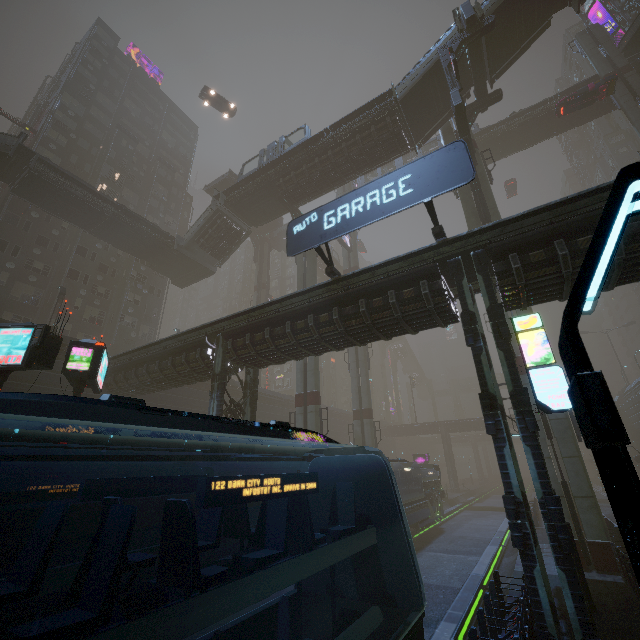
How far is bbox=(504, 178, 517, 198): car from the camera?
54.4 meters

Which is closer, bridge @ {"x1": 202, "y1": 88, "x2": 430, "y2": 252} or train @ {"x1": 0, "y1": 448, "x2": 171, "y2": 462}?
train @ {"x1": 0, "y1": 448, "x2": 171, "y2": 462}

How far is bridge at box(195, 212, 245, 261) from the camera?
33.31m

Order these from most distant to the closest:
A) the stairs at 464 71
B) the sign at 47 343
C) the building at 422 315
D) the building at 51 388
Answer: the stairs at 464 71
the building at 51 388
the building at 422 315
the sign at 47 343

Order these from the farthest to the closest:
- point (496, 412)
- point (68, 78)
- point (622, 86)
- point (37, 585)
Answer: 1. point (68, 78)
2. point (622, 86)
3. point (496, 412)
4. point (37, 585)

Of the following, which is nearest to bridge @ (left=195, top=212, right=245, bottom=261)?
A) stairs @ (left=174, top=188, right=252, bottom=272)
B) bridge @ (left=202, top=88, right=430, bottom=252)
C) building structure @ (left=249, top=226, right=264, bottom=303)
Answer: stairs @ (left=174, top=188, right=252, bottom=272)

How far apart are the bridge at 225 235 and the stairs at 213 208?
0.01m

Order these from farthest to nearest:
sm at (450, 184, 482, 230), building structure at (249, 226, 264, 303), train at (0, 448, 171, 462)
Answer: building structure at (249, 226, 264, 303) < sm at (450, 184, 482, 230) < train at (0, 448, 171, 462)
